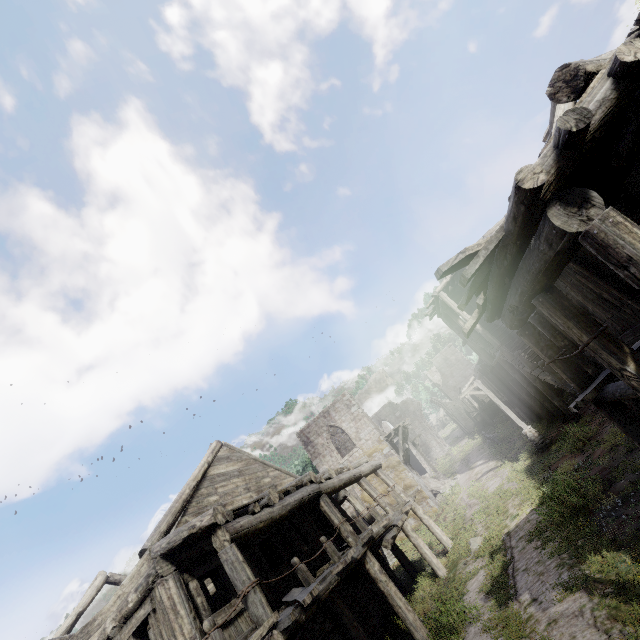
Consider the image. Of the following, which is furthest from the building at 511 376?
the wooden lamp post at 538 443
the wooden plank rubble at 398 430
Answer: the wooden lamp post at 538 443

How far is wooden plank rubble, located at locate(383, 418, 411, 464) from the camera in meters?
25.9

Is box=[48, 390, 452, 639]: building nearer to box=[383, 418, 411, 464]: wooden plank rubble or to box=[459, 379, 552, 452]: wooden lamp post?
box=[383, 418, 411, 464]: wooden plank rubble

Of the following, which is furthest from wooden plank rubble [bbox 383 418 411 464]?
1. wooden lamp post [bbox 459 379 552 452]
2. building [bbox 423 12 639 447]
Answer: wooden lamp post [bbox 459 379 552 452]

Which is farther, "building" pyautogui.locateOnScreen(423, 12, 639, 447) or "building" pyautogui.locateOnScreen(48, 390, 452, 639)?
"building" pyautogui.locateOnScreen(48, 390, 452, 639)

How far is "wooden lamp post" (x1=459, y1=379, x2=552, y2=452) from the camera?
17.2 meters

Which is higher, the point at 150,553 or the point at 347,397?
the point at 347,397
